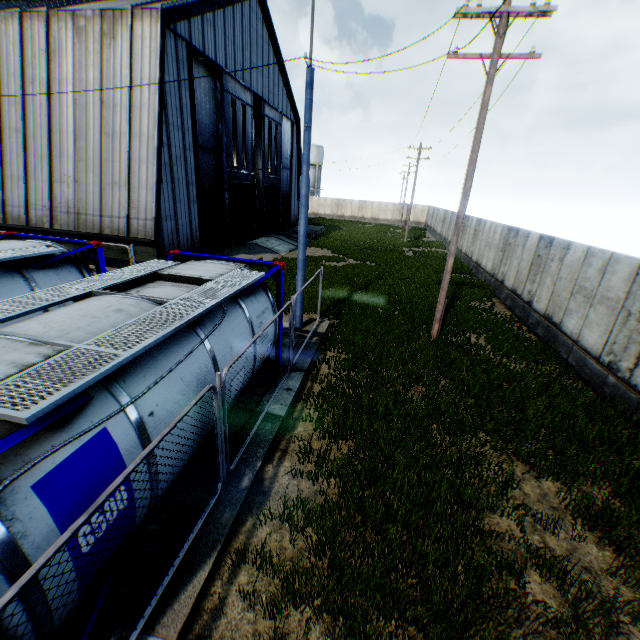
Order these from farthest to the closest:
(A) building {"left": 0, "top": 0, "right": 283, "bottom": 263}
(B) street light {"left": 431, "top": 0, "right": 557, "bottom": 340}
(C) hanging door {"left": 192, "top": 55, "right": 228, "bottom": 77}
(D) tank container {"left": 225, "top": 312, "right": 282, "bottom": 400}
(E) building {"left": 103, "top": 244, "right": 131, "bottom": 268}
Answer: (C) hanging door {"left": 192, "top": 55, "right": 228, "bottom": 77} < (E) building {"left": 103, "top": 244, "right": 131, "bottom": 268} < (A) building {"left": 0, "top": 0, "right": 283, "bottom": 263} < (B) street light {"left": 431, "top": 0, "right": 557, "bottom": 340} < (D) tank container {"left": 225, "top": 312, "right": 282, "bottom": 400}

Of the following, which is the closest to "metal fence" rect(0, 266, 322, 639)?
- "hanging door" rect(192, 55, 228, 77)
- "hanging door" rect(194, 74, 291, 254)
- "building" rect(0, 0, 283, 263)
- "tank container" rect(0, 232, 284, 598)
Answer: "tank container" rect(0, 232, 284, 598)

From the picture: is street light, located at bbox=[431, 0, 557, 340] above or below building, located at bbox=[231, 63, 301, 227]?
below

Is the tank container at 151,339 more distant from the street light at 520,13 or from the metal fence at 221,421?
the street light at 520,13

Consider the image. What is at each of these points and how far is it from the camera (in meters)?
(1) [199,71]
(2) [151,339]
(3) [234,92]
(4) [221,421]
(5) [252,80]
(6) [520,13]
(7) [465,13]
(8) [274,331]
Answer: (1) hanging door, 18.03
(2) tank container, 3.70
(3) hanging door, 20.80
(4) metal fence, 4.81
(5) building, 23.31
(6) street light, 7.99
(7) street light, 8.17
(8) tank container, 7.86

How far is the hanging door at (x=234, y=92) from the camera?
19.6m

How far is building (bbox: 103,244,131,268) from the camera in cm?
1572

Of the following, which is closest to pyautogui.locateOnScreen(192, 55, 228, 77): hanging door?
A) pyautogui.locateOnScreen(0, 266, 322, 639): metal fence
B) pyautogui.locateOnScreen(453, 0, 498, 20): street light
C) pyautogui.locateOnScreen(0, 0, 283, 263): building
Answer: pyautogui.locateOnScreen(0, 0, 283, 263): building
